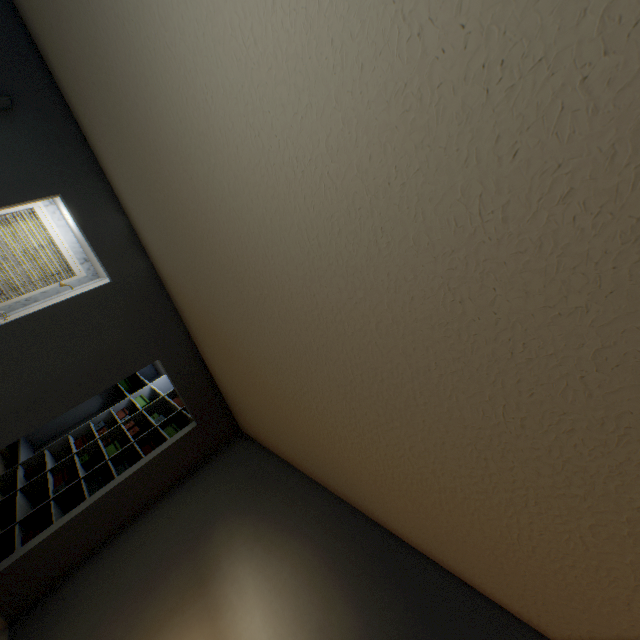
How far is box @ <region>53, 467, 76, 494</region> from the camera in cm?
364

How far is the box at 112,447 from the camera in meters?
4.0

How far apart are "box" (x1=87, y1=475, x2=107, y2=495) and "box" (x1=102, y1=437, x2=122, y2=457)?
0.23m

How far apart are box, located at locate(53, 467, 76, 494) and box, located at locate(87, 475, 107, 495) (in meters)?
0.27

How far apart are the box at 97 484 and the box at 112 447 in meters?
0.2 m

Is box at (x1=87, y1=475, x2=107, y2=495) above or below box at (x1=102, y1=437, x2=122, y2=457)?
below

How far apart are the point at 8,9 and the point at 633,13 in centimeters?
389cm

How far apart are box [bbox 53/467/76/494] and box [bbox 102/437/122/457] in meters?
0.5
